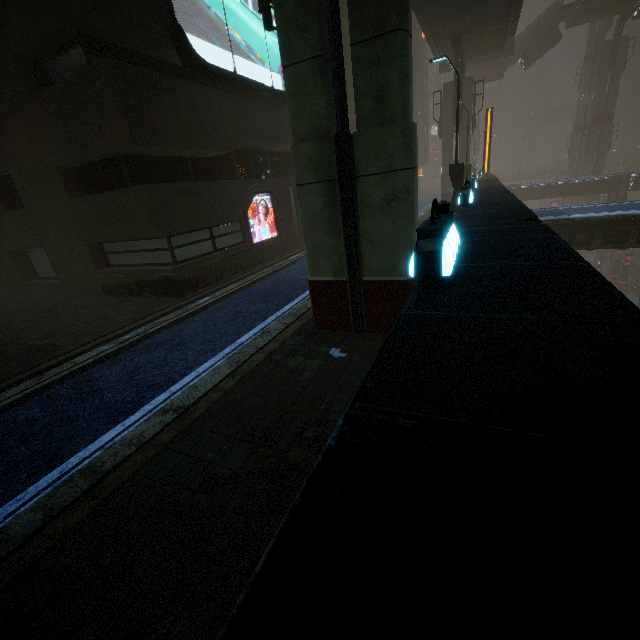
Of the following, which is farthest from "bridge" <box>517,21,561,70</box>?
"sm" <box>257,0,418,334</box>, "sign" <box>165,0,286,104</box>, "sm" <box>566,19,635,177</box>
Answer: "sm" <box>257,0,418,334</box>

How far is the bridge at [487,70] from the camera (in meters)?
38.78

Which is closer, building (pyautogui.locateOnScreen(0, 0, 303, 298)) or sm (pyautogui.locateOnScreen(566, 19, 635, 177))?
building (pyautogui.locateOnScreen(0, 0, 303, 298))

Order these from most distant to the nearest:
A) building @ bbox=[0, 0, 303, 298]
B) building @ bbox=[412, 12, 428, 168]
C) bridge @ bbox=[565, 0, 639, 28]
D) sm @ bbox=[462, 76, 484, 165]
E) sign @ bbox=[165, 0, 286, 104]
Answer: building @ bbox=[412, 12, 428, 168], bridge @ bbox=[565, 0, 639, 28], sm @ bbox=[462, 76, 484, 165], sign @ bbox=[165, 0, 286, 104], building @ bbox=[0, 0, 303, 298]

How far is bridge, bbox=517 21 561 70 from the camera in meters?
37.6

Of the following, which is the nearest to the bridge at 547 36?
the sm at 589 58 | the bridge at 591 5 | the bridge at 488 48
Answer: the bridge at 591 5

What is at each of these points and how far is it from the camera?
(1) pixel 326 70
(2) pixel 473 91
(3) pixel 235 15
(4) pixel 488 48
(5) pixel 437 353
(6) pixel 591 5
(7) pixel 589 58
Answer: (1) sm, 5.1 meters
(2) sm, 54.5 meters
(3) sign, 11.8 meters
(4) bridge, 24.7 meters
(5) building, 1.5 meters
(6) bridge, 35.0 meters
(7) sm, 47.6 meters

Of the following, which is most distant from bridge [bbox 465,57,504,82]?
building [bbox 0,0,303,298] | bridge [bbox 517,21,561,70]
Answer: building [bbox 0,0,303,298]
